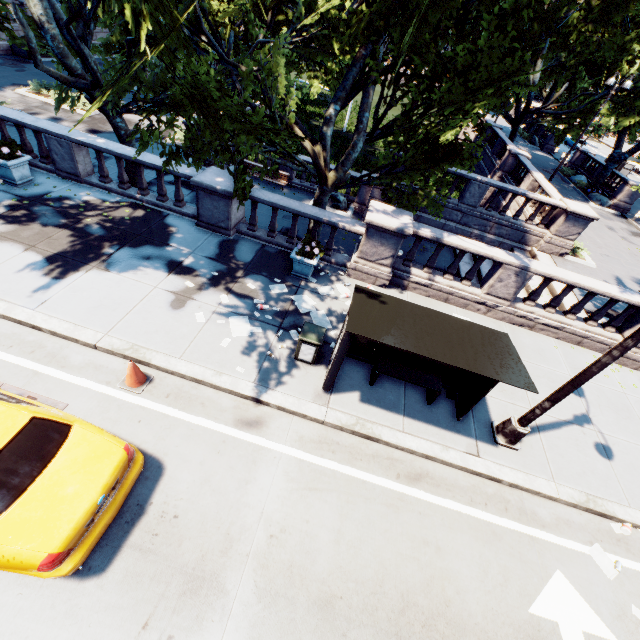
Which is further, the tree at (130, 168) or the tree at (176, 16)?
the tree at (130, 168)

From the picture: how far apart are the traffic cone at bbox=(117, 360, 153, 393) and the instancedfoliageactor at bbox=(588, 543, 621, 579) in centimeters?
945cm

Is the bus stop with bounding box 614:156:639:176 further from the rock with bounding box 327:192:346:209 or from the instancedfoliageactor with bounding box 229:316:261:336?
the instancedfoliageactor with bounding box 229:316:261:336

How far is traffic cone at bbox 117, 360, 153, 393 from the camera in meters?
6.4 m

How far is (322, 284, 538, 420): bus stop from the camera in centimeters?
547cm

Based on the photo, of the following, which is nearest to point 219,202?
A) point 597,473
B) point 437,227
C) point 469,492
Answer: point 469,492

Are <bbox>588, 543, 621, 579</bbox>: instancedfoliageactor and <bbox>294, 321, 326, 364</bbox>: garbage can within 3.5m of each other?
no

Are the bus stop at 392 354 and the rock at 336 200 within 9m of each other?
no
